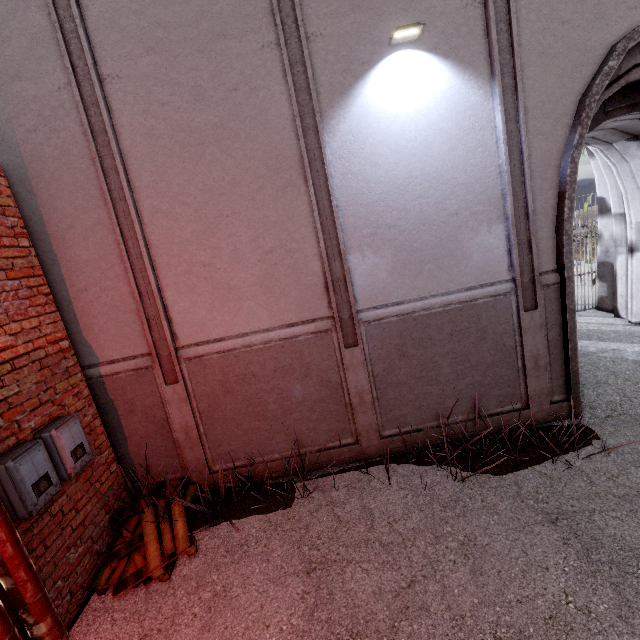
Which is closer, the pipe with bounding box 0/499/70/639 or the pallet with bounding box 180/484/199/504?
the pipe with bounding box 0/499/70/639

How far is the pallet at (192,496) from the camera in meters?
4.3

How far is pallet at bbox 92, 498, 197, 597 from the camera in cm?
332

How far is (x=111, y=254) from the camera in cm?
418

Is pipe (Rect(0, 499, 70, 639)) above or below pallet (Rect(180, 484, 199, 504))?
above

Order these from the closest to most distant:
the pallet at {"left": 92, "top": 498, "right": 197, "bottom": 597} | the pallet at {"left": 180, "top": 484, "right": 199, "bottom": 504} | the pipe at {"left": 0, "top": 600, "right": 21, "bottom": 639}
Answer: the pipe at {"left": 0, "top": 600, "right": 21, "bottom": 639}
the pallet at {"left": 92, "top": 498, "right": 197, "bottom": 597}
the pallet at {"left": 180, "top": 484, "right": 199, "bottom": 504}
